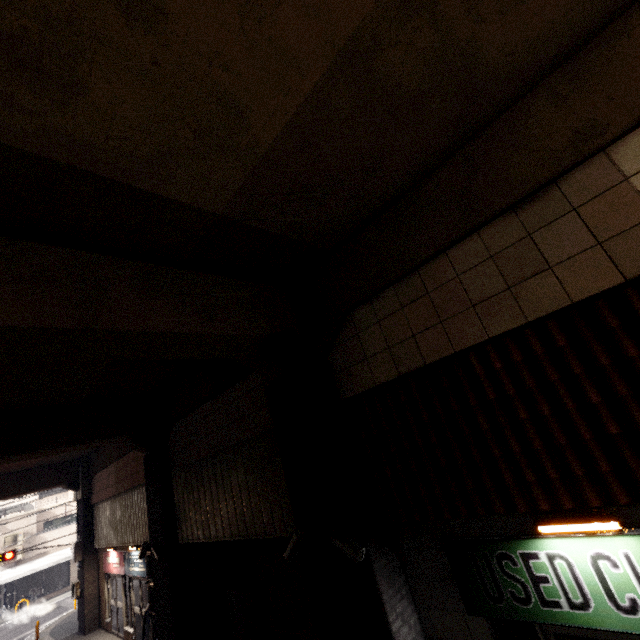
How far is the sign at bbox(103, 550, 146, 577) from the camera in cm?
1077

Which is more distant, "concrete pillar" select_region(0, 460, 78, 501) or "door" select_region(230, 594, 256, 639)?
"concrete pillar" select_region(0, 460, 78, 501)

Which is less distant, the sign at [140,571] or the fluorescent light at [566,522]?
the fluorescent light at [566,522]

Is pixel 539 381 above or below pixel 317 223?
below

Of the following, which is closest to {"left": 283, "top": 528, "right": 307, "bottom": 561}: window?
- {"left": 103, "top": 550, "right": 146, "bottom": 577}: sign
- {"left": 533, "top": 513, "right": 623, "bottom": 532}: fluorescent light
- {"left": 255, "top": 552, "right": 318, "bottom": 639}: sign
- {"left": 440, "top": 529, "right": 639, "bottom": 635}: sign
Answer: {"left": 255, "top": 552, "right": 318, "bottom": 639}: sign

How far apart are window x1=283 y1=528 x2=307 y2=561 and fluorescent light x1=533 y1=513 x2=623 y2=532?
3.0m

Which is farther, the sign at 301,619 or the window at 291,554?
the sign at 301,619

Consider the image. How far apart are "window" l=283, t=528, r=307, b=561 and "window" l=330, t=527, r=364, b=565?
0.6m
